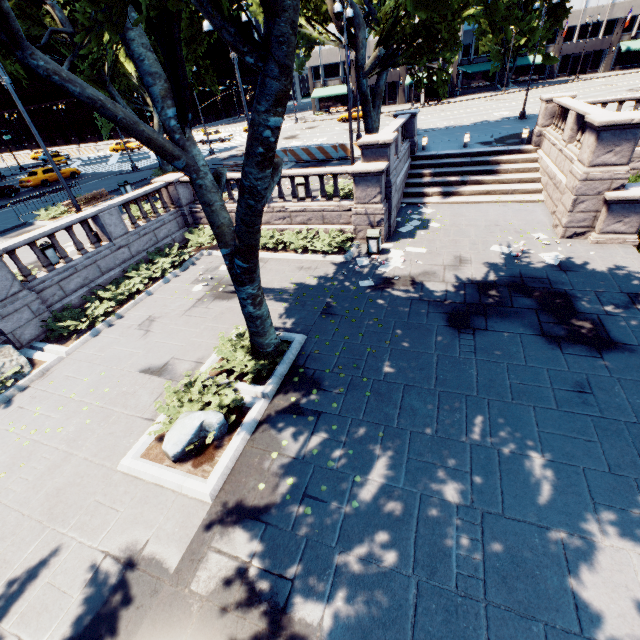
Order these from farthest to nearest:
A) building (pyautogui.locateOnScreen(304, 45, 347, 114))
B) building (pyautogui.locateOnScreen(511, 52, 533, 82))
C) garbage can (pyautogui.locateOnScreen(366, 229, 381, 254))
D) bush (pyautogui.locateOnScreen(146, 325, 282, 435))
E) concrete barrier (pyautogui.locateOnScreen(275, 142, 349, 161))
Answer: building (pyautogui.locateOnScreen(511, 52, 533, 82))
building (pyautogui.locateOnScreen(304, 45, 347, 114))
concrete barrier (pyautogui.locateOnScreen(275, 142, 349, 161))
garbage can (pyautogui.locateOnScreen(366, 229, 381, 254))
bush (pyautogui.locateOnScreen(146, 325, 282, 435))

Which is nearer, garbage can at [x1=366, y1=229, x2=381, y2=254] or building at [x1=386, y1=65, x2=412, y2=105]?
garbage can at [x1=366, y1=229, x2=381, y2=254]

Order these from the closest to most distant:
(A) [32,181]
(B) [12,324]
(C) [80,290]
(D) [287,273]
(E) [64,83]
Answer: (E) [64,83], (B) [12,324], (C) [80,290], (D) [287,273], (A) [32,181]

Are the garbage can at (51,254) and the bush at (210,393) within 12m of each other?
yes

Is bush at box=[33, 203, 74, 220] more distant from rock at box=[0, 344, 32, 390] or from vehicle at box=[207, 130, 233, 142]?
vehicle at box=[207, 130, 233, 142]

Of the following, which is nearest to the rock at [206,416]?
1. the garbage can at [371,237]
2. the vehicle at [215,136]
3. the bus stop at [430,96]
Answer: the garbage can at [371,237]

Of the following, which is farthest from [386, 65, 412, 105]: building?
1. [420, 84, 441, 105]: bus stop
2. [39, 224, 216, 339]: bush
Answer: [39, 224, 216, 339]: bush

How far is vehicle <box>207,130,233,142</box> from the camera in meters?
41.4 m
